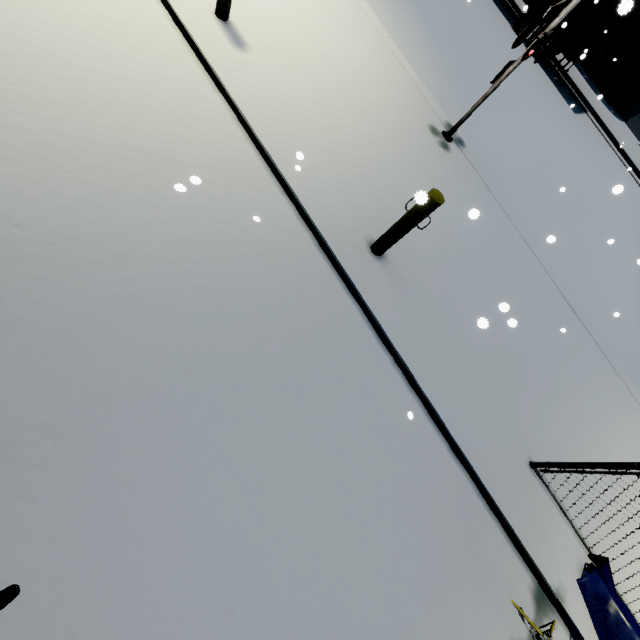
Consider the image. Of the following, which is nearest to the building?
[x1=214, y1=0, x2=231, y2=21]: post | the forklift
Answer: the forklift

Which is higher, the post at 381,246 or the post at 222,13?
the post at 381,246

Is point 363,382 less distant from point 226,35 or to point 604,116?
point 226,35

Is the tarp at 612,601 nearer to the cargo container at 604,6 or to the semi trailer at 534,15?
the cargo container at 604,6

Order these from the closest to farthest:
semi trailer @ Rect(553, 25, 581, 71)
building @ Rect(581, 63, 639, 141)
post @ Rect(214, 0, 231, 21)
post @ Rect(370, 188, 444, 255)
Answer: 1. post @ Rect(370, 188, 444, 255)
2. post @ Rect(214, 0, 231, 21)
3. semi trailer @ Rect(553, 25, 581, 71)
4. building @ Rect(581, 63, 639, 141)

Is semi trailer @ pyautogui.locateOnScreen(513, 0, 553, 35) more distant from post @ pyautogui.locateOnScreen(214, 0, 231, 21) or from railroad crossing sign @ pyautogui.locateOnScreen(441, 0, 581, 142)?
post @ pyautogui.locateOnScreen(214, 0, 231, 21)

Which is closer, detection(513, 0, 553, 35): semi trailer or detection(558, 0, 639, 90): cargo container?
detection(558, 0, 639, 90): cargo container

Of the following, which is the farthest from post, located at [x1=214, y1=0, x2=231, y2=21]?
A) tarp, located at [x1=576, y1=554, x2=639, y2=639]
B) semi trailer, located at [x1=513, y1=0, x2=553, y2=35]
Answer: semi trailer, located at [x1=513, y1=0, x2=553, y2=35]
